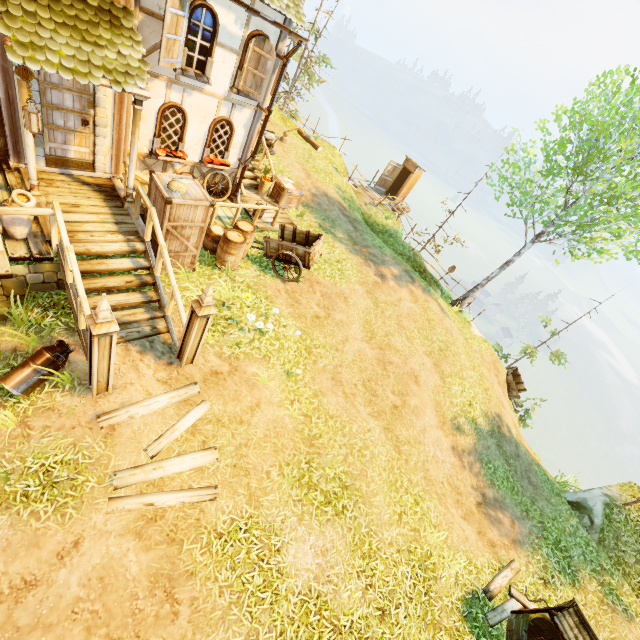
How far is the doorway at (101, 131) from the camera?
6.89m

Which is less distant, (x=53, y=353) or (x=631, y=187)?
(x=53, y=353)

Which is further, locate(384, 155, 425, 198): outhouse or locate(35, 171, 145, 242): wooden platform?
locate(384, 155, 425, 198): outhouse

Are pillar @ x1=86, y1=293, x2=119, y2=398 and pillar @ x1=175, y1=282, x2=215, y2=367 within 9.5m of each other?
yes

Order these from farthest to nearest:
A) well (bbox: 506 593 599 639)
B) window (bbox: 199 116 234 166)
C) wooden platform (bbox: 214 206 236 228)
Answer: wooden platform (bbox: 214 206 236 228), window (bbox: 199 116 234 166), well (bbox: 506 593 599 639)

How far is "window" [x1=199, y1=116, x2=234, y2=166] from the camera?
9.6m

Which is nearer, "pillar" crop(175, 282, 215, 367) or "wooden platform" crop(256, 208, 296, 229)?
"pillar" crop(175, 282, 215, 367)

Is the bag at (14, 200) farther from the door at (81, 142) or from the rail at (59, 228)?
the door at (81, 142)
